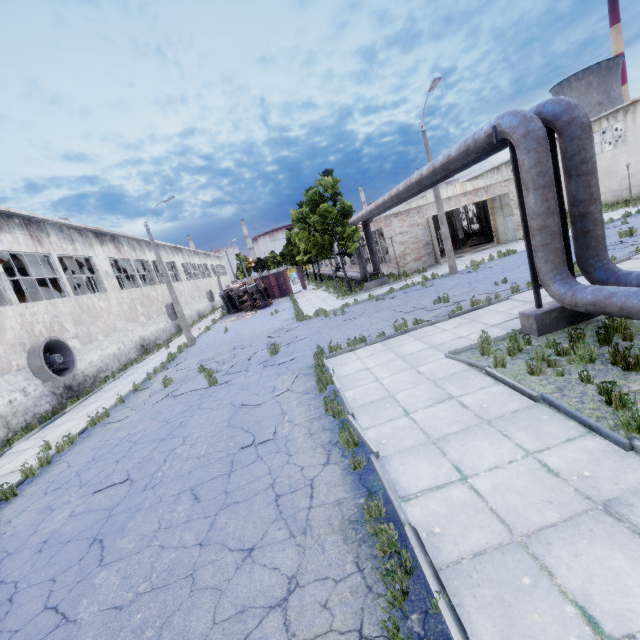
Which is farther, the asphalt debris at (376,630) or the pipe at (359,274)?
the pipe at (359,274)

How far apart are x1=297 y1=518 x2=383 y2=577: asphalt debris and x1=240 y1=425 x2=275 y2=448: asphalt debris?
2.9 meters

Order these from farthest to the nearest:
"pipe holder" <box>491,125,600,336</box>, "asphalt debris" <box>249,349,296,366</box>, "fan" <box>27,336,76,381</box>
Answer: "fan" <box>27,336,76,381</box> < "asphalt debris" <box>249,349,296,366</box> < "pipe holder" <box>491,125,600,336</box>

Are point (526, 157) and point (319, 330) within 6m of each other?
no

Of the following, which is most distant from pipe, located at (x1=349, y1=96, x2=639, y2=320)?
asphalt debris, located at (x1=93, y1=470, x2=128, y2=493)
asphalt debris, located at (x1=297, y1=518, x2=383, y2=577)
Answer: asphalt debris, located at (x1=93, y1=470, x2=128, y2=493)

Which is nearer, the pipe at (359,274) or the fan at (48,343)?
the fan at (48,343)

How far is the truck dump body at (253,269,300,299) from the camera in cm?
3809

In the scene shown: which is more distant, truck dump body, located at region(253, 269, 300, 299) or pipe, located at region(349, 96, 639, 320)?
truck dump body, located at region(253, 269, 300, 299)
